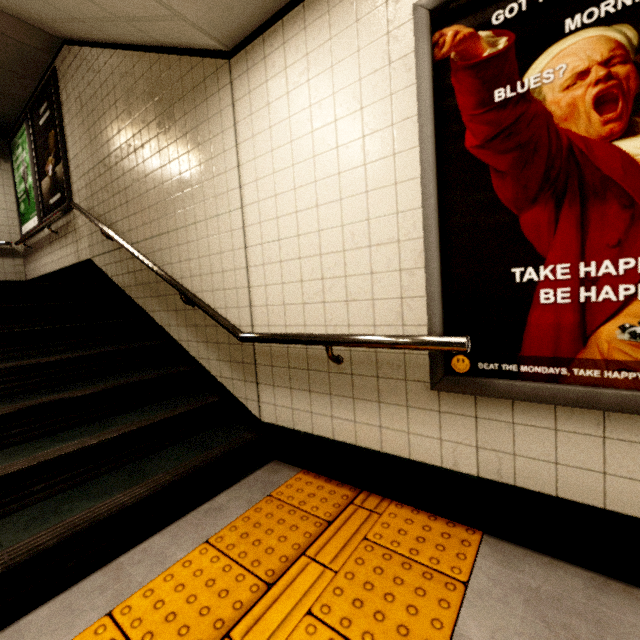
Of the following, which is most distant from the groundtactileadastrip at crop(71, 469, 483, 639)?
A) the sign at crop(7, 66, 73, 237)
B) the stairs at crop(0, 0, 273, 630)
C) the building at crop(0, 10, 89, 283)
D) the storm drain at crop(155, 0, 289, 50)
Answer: the sign at crop(7, 66, 73, 237)

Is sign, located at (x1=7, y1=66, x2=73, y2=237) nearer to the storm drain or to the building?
the building

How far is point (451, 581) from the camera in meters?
1.4

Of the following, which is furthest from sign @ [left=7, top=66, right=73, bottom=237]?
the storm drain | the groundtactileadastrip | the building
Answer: the groundtactileadastrip

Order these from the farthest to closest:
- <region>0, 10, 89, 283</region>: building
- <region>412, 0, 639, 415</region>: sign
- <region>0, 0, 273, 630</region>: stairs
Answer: <region>0, 10, 89, 283</region>: building, <region>0, 0, 273, 630</region>: stairs, <region>412, 0, 639, 415</region>: sign

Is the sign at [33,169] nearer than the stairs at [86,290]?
No

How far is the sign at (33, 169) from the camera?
4.2m

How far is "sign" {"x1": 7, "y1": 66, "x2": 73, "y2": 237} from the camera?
4.2m
